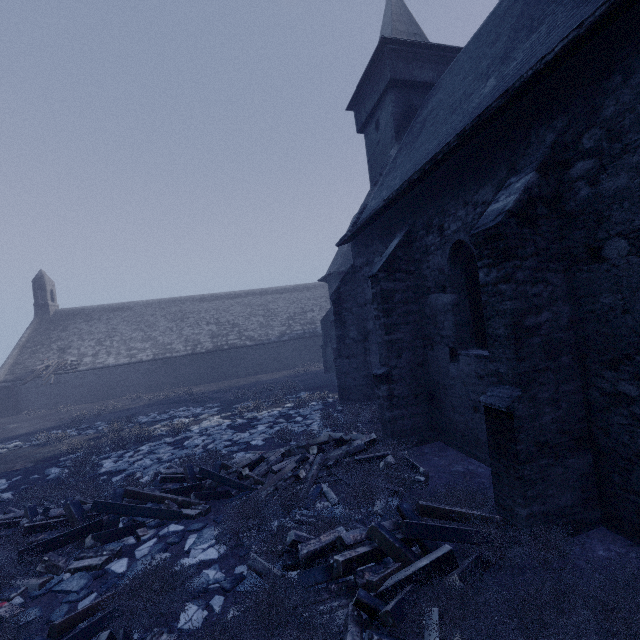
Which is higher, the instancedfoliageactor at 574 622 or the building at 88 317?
the building at 88 317

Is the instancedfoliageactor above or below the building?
below

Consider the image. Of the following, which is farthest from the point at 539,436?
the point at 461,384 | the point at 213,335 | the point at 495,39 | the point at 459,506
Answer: the point at 213,335

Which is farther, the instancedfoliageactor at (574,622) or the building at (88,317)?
the building at (88,317)

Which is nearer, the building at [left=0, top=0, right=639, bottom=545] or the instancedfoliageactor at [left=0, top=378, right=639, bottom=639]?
the instancedfoliageactor at [left=0, top=378, right=639, bottom=639]
